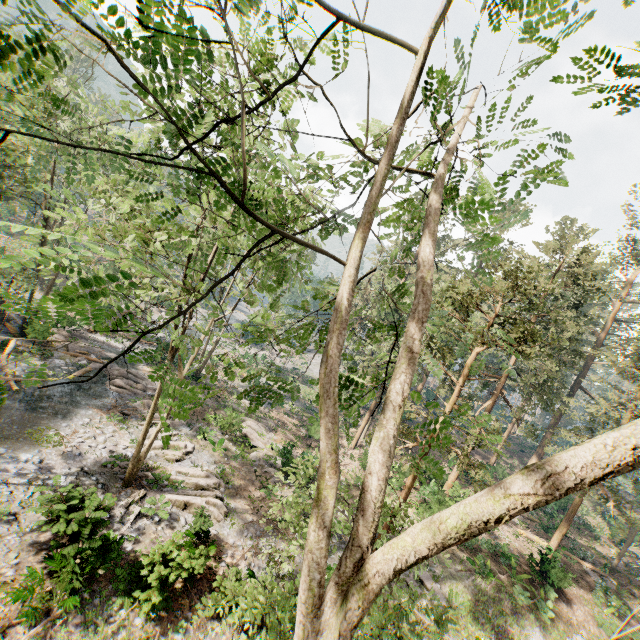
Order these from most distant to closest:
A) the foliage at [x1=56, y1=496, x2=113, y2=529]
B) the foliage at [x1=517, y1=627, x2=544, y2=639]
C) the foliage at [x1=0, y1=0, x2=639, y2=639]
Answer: the foliage at [x1=517, y1=627, x2=544, y2=639], the foliage at [x1=56, y1=496, x2=113, y2=529], the foliage at [x1=0, y1=0, x2=639, y2=639]

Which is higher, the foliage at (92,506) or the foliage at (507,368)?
the foliage at (507,368)

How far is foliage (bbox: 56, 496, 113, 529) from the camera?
10.8m

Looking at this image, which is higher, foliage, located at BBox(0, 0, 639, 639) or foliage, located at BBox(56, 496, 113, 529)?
foliage, located at BBox(0, 0, 639, 639)

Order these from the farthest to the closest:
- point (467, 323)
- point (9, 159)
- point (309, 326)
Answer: point (467, 323)
point (9, 159)
point (309, 326)

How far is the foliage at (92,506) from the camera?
10.8m

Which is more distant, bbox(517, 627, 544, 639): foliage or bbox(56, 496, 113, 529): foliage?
bbox(517, 627, 544, 639): foliage
